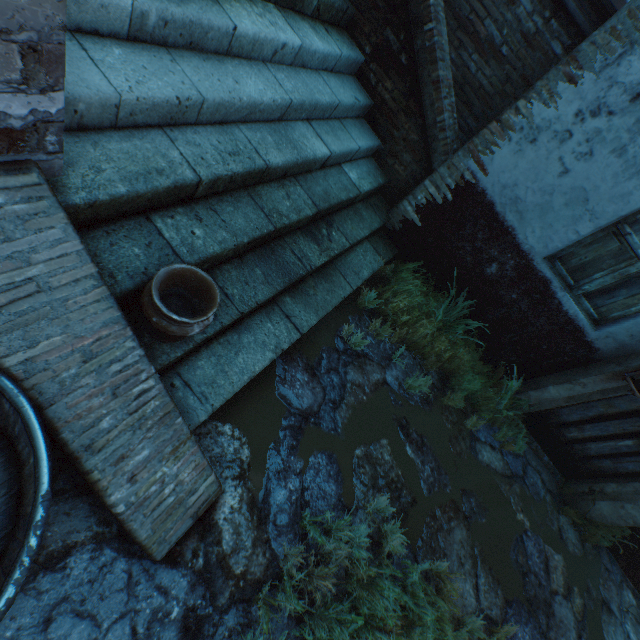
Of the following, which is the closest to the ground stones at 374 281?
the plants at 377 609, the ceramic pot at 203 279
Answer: the plants at 377 609

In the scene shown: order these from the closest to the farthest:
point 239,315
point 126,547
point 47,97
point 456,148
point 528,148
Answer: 1. point 47,97
2. point 126,547
3. point 239,315
4. point 528,148
5. point 456,148

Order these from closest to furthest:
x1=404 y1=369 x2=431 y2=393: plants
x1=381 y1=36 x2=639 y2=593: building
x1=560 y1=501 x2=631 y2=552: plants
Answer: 1. x1=381 y1=36 x2=639 y2=593: building
2. x1=404 y1=369 x2=431 y2=393: plants
3. x1=560 y1=501 x2=631 y2=552: plants

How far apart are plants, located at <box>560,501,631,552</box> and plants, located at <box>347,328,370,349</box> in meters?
4.0 m

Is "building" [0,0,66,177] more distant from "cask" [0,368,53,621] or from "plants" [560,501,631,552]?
"plants" [560,501,631,552]

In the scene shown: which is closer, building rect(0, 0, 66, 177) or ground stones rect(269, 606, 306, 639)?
building rect(0, 0, 66, 177)

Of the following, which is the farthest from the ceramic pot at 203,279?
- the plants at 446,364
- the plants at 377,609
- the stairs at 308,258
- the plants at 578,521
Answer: the plants at 578,521

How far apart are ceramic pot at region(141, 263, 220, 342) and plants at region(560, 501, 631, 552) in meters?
5.5 m
